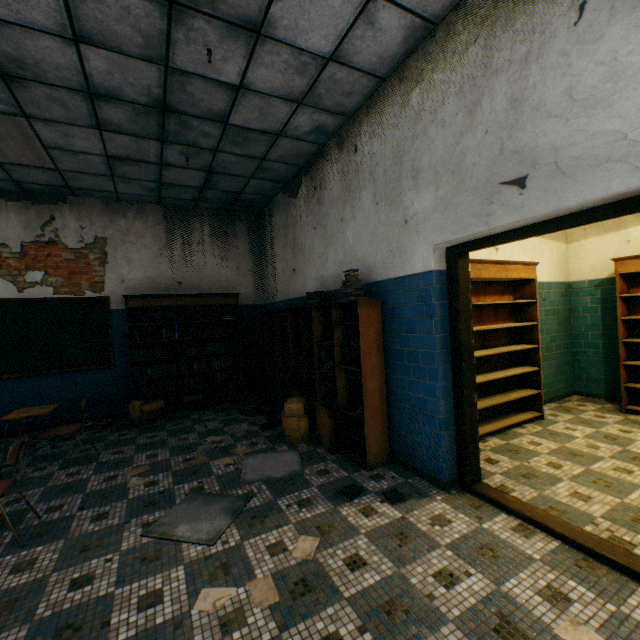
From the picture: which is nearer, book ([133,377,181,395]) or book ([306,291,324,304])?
book ([306,291,324,304])

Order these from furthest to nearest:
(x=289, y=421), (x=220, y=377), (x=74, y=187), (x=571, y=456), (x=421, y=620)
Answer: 1. (x=220, y=377)
2. (x=74, y=187)
3. (x=289, y=421)
4. (x=571, y=456)
5. (x=421, y=620)

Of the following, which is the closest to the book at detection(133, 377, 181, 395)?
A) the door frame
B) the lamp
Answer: the lamp

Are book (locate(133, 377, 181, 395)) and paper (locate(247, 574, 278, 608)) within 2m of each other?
no

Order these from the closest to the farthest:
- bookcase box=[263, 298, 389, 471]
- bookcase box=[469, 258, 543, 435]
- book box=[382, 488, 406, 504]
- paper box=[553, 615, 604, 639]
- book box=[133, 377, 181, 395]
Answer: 1. paper box=[553, 615, 604, 639]
2. book box=[382, 488, 406, 504]
3. bookcase box=[263, 298, 389, 471]
4. bookcase box=[469, 258, 543, 435]
5. book box=[133, 377, 181, 395]

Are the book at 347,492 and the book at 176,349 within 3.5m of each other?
no

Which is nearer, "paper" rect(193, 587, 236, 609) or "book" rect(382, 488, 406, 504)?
"paper" rect(193, 587, 236, 609)

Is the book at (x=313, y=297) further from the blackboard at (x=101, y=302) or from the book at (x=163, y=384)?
the blackboard at (x=101, y=302)
